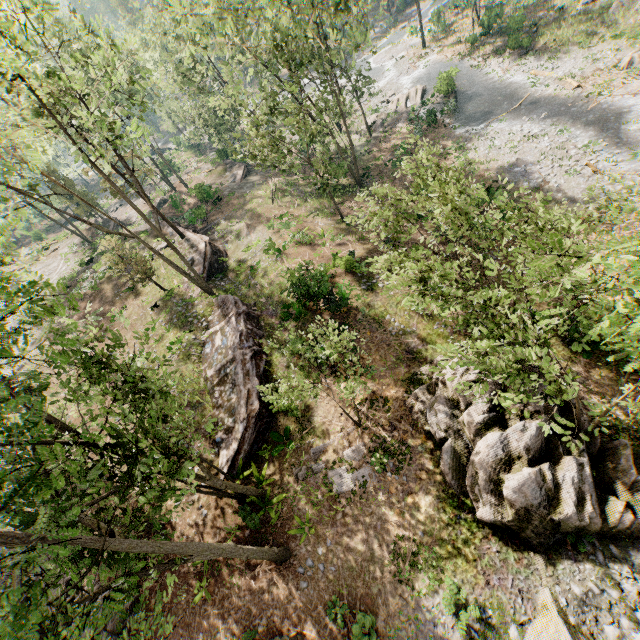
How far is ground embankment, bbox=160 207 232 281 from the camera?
26.75m

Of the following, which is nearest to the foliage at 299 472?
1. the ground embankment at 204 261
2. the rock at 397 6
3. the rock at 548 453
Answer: the rock at 548 453

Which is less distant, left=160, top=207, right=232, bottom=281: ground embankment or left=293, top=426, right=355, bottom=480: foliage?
left=293, top=426, right=355, bottom=480: foliage

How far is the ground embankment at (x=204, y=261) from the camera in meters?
26.7 m

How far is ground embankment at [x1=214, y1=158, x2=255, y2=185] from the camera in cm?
3934

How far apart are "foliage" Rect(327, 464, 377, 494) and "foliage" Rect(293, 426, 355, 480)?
0.14m

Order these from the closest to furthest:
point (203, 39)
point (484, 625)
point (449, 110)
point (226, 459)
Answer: A:
1. point (484, 625)
2. point (226, 459)
3. point (203, 39)
4. point (449, 110)

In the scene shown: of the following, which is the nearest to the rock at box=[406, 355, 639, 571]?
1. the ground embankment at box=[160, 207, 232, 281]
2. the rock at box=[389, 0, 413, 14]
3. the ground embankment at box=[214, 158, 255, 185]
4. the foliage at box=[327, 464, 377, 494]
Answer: the foliage at box=[327, 464, 377, 494]
